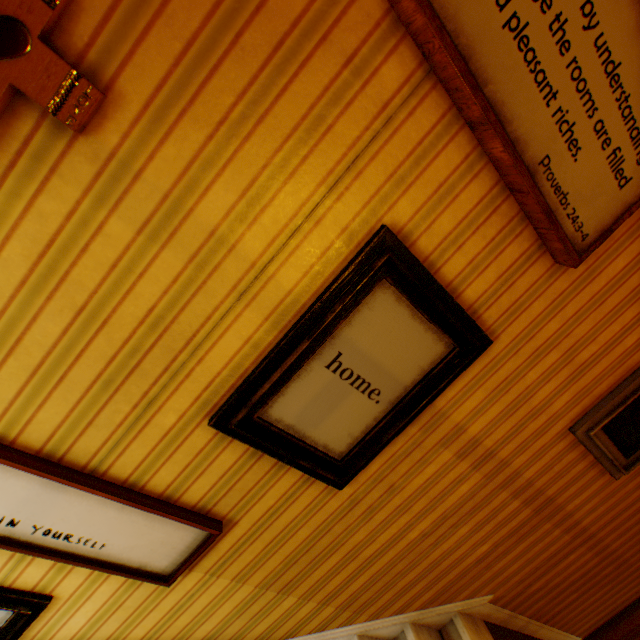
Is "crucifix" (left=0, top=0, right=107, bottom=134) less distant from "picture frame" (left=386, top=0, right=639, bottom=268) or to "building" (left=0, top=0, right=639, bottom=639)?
"building" (left=0, top=0, right=639, bottom=639)

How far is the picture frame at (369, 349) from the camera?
1.2m

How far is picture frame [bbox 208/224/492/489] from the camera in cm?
117

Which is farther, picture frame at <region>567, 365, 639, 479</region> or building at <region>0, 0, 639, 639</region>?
picture frame at <region>567, 365, 639, 479</region>

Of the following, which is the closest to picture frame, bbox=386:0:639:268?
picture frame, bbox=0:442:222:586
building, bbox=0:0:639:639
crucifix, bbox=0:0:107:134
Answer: building, bbox=0:0:639:639

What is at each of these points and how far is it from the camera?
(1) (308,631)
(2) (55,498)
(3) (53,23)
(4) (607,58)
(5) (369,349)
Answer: (1) building, 2.1m
(2) picture frame, 1.2m
(3) crucifix, 0.7m
(4) picture frame, 1.0m
(5) picture frame, 1.3m

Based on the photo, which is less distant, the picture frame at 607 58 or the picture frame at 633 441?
the picture frame at 607 58

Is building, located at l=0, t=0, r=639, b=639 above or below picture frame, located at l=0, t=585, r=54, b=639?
above
